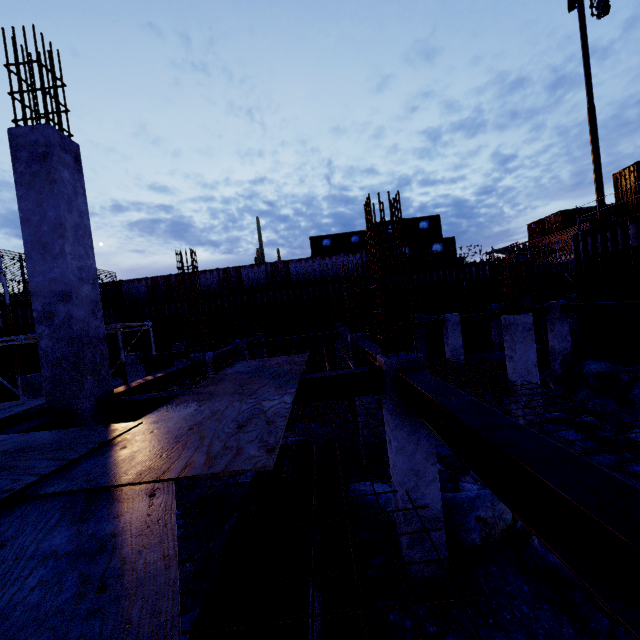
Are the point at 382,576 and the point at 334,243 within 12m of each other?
no

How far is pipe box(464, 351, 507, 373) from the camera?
16.8m

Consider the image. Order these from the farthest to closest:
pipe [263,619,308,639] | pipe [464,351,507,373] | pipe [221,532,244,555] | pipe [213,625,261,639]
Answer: pipe [464,351,507,373] < pipe [221,532,244,555] < pipe [263,619,308,639] < pipe [213,625,261,639]

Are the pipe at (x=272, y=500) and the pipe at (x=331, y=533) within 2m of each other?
yes

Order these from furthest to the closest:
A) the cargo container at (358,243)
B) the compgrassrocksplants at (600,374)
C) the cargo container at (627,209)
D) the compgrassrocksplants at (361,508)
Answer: the cargo container at (358,243), the cargo container at (627,209), the compgrassrocksplants at (600,374), the compgrassrocksplants at (361,508)

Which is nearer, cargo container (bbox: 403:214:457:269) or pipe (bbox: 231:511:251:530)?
pipe (bbox: 231:511:251:530)

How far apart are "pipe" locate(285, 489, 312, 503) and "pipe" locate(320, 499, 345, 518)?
0.1 meters

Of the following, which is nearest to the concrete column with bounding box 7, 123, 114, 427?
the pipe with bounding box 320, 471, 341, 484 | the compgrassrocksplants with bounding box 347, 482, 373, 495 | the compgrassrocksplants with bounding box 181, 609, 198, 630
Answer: the compgrassrocksplants with bounding box 181, 609, 198, 630
